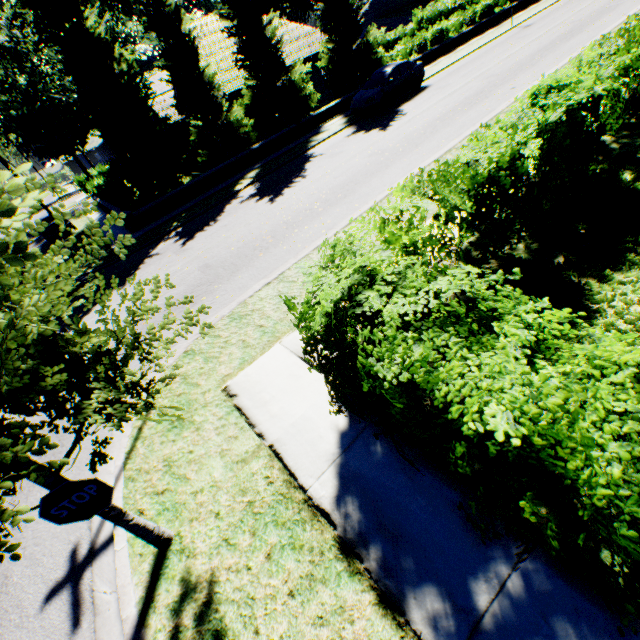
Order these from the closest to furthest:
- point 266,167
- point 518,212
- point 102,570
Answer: point 102,570 < point 518,212 < point 266,167

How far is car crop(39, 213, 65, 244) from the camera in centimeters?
2117cm

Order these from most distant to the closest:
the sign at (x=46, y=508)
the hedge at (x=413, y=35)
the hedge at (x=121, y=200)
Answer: the hedge at (x=413, y=35) → the hedge at (x=121, y=200) → the sign at (x=46, y=508)

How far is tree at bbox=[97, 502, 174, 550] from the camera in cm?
310

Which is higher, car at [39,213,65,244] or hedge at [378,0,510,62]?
hedge at [378,0,510,62]

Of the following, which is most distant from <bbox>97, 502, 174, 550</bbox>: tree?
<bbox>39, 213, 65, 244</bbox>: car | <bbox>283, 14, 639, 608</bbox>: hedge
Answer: <bbox>39, 213, 65, 244</bbox>: car

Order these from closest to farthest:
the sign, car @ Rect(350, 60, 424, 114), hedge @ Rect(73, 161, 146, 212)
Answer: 1. the sign
2. hedge @ Rect(73, 161, 146, 212)
3. car @ Rect(350, 60, 424, 114)

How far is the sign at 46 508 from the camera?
2.7 meters
